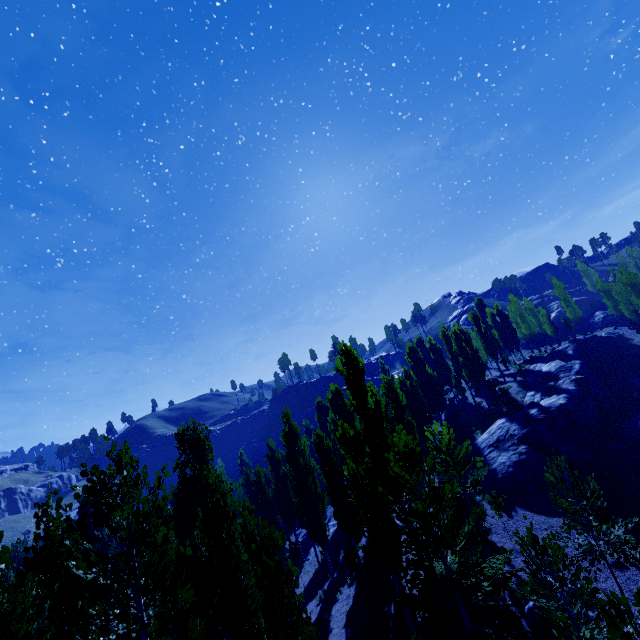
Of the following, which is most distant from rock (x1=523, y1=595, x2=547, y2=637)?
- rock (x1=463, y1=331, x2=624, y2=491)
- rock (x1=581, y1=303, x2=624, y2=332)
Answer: rock (x1=581, y1=303, x2=624, y2=332)

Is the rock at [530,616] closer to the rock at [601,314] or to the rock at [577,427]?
the rock at [577,427]

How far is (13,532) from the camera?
58.6m

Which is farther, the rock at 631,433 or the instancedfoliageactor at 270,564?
the rock at 631,433

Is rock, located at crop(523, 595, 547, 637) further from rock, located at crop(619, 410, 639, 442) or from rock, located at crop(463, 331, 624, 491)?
rock, located at crop(619, 410, 639, 442)

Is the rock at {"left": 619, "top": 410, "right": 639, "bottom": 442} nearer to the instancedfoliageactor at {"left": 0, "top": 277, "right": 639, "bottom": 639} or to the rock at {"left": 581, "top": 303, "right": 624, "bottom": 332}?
the instancedfoliageactor at {"left": 0, "top": 277, "right": 639, "bottom": 639}

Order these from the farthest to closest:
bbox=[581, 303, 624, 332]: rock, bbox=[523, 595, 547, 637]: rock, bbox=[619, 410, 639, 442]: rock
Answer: bbox=[581, 303, 624, 332]: rock < bbox=[619, 410, 639, 442]: rock < bbox=[523, 595, 547, 637]: rock

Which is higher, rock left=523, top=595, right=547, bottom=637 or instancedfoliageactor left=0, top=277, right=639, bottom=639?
instancedfoliageactor left=0, top=277, right=639, bottom=639
